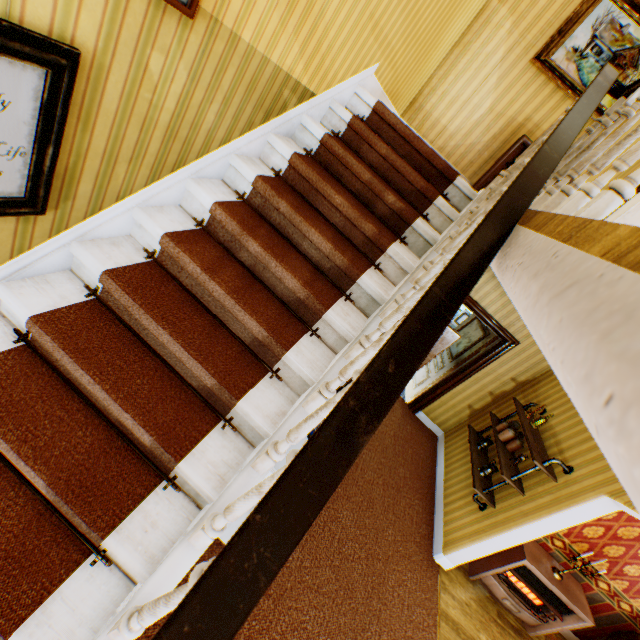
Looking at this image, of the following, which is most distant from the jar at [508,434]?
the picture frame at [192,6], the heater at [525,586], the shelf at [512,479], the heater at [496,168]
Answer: the picture frame at [192,6]

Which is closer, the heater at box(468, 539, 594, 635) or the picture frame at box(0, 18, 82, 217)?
the picture frame at box(0, 18, 82, 217)

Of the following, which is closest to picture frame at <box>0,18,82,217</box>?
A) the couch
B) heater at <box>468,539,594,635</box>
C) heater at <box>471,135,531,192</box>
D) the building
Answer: the building

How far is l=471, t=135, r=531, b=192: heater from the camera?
4.2 meters

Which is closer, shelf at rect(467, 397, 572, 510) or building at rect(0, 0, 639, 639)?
building at rect(0, 0, 639, 639)

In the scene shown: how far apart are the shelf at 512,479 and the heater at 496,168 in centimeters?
227cm

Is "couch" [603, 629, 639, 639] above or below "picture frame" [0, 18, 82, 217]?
below

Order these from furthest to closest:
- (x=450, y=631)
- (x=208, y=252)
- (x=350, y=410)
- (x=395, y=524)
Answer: (x=395, y=524) → (x=450, y=631) → (x=208, y=252) → (x=350, y=410)
